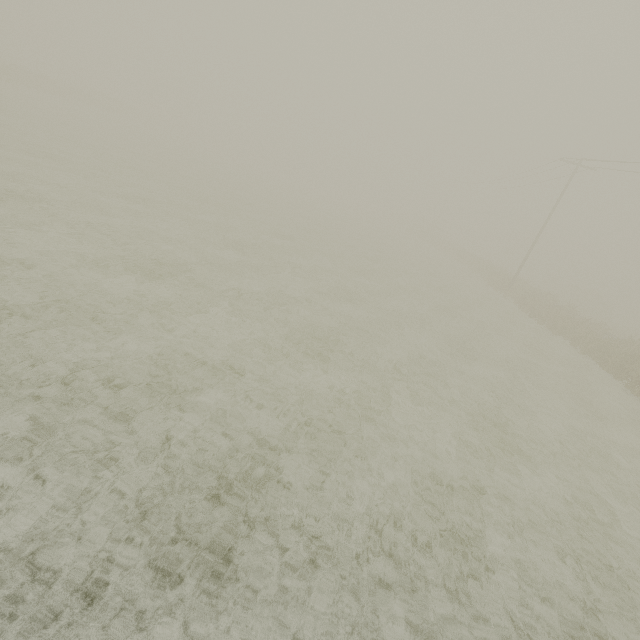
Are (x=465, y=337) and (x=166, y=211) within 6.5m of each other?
no
